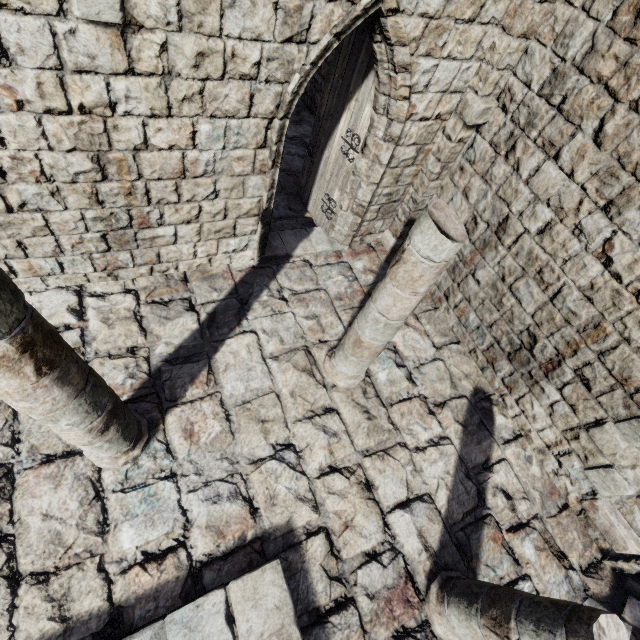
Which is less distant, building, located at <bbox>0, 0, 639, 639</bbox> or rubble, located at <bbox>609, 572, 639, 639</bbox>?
building, located at <bbox>0, 0, 639, 639</bbox>

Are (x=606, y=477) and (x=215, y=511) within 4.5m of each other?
no

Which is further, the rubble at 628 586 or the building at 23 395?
the rubble at 628 586
